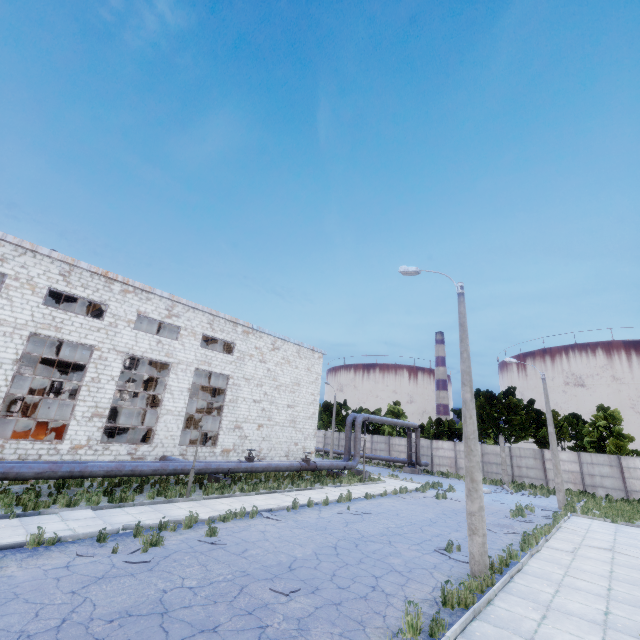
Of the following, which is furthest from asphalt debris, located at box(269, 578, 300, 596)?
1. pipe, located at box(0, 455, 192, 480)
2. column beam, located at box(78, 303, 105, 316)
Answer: column beam, located at box(78, 303, 105, 316)

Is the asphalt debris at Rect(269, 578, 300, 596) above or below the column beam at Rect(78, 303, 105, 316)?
below

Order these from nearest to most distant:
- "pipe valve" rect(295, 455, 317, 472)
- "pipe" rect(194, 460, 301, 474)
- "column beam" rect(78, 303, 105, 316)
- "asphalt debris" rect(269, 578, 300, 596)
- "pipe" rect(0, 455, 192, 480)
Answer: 1. "asphalt debris" rect(269, 578, 300, 596)
2. "pipe" rect(0, 455, 192, 480)
3. "pipe" rect(194, 460, 301, 474)
4. "pipe valve" rect(295, 455, 317, 472)
5. "column beam" rect(78, 303, 105, 316)

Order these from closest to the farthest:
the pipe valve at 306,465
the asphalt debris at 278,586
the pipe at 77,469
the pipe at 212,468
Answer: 1. the asphalt debris at 278,586
2. the pipe at 77,469
3. the pipe at 212,468
4. the pipe valve at 306,465

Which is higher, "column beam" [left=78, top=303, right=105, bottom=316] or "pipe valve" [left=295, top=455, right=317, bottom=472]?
"column beam" [left=78, top=303, right=105, bottom=316]

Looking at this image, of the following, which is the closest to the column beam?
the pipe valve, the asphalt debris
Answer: the pipe valve

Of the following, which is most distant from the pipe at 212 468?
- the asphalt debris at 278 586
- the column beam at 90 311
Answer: the asphalt debris at 278 586

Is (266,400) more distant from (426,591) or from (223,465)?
(426,591)
